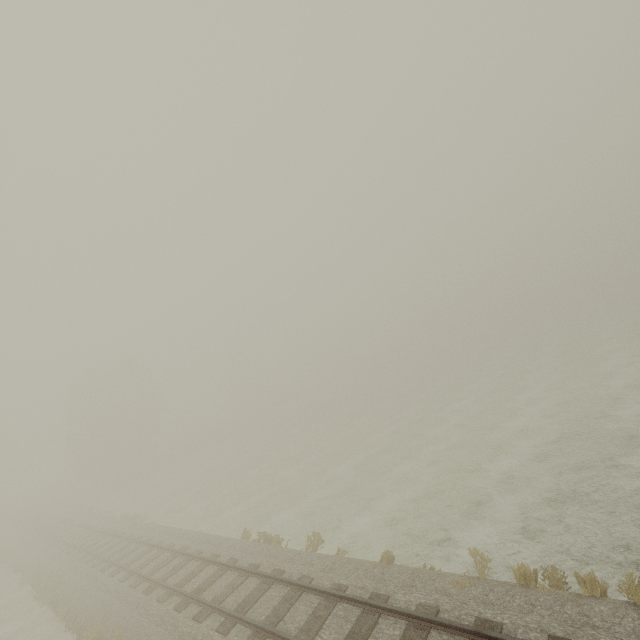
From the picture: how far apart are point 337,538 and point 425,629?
7.7m
